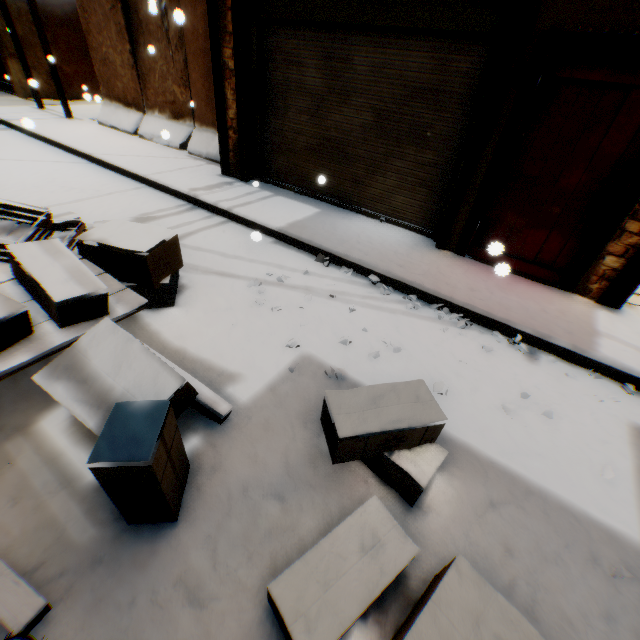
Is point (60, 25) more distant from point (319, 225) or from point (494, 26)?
point (494, 26)

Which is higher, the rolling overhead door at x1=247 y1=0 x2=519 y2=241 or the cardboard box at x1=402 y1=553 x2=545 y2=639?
the rolling overhead door at x1=247 y1=0 x2=519 y2=241

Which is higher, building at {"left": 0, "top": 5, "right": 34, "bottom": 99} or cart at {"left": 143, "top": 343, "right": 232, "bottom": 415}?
building at {"left": 0, "top": 5, "right": 34, "bottom": 99}

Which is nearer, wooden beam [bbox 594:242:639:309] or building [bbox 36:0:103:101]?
wooden beam [bbox 594:242:639:309]

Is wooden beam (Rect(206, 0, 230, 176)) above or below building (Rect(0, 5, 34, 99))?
above

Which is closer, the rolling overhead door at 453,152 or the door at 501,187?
the door at 501,187

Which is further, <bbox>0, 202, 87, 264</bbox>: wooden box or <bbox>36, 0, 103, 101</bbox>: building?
<bbox>36, 0, 103, 101</bbox>: building

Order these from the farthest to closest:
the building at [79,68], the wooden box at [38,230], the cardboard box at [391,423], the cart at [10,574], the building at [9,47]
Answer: the building at [79,68] → the building at [9,47] → the wooden box at [38,230] → the cardboard box at [391,423] → the cart at [10,574]
